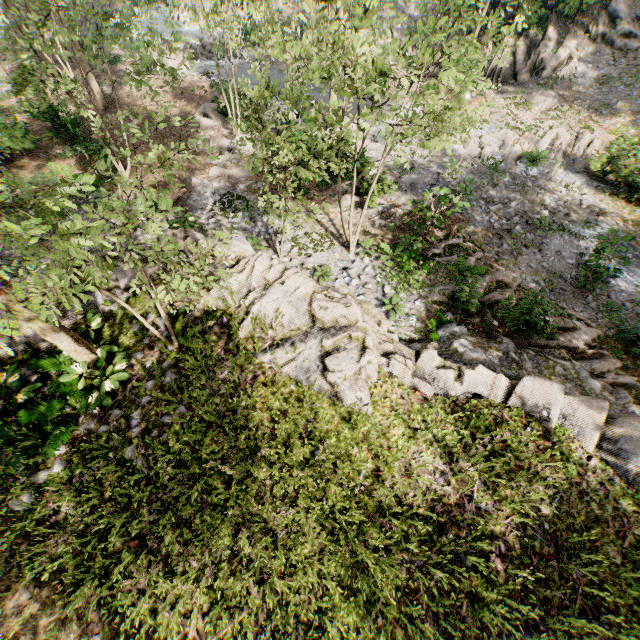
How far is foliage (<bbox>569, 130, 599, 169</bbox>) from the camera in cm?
1828

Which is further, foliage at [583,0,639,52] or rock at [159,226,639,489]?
foliage at [583,0,639,52]

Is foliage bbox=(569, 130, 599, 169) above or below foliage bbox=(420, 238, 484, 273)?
above

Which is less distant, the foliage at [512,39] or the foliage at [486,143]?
the foliage at [512,39]

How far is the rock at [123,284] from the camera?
9.4m

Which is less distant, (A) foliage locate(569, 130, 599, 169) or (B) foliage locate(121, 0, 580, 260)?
(B) foliage locate(121, 0, 580, 260)

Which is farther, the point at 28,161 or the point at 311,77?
the point at 28,161

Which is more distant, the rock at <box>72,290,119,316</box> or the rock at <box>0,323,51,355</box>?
the rock at <box>72,290,119,316</box>
